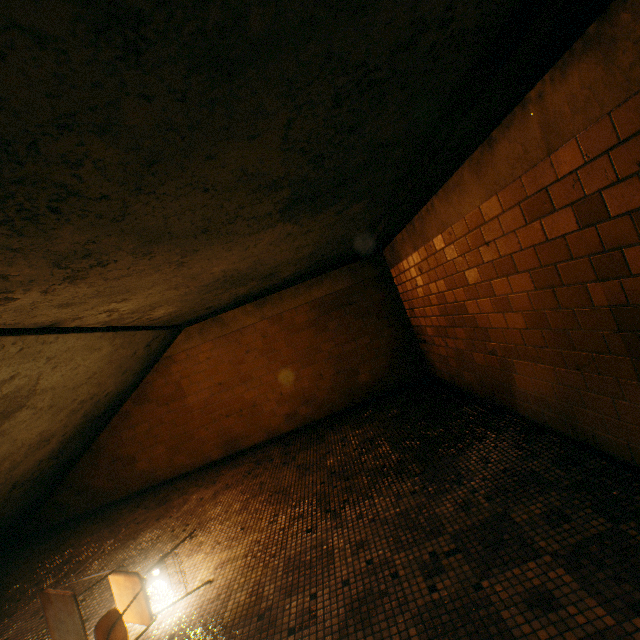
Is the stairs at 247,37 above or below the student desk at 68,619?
above

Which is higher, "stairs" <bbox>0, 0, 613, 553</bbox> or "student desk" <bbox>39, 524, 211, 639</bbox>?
"stairs" <bbox>0, 0, 613, 553</bbox>

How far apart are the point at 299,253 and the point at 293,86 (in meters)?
2.49

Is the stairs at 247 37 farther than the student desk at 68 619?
No

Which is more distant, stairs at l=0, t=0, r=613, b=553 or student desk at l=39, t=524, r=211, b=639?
student desk at l=39, t=524, r=211, b=639
